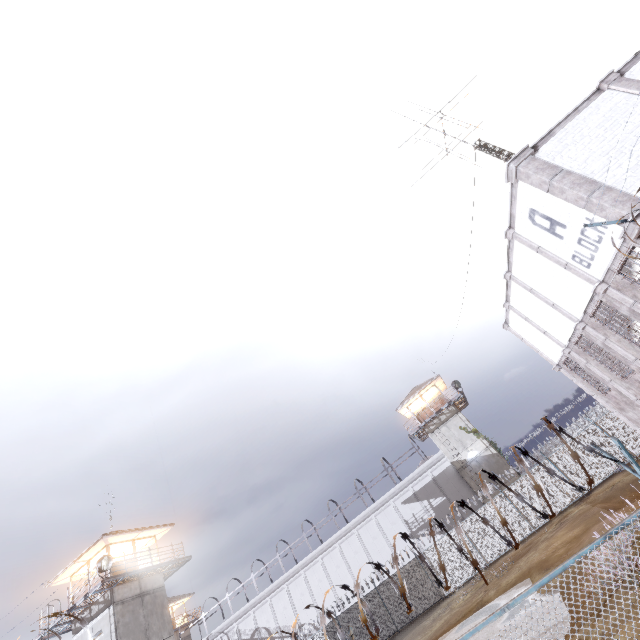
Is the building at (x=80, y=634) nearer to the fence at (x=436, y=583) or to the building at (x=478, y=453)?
the fence at (x=436, y=583)

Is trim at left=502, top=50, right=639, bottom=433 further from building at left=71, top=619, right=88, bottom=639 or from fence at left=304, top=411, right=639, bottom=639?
building at left=71, top=619, right=88, bottom=639

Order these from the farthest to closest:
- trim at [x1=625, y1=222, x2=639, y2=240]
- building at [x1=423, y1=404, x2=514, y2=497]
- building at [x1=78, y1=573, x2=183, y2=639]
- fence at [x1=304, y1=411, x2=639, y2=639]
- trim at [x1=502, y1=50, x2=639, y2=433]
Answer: building at [x1=423, y1=404, x2=514, y2=497] → building at [x1=78, y1=573, x2=183, y2=639] → trim at [x1=502, y1=50, x2=639, y2=433] → trim at [x1=625, y1=222, x2=639, y2=240] → fence at [x1=304, y1=411, x2=639, y2=639]

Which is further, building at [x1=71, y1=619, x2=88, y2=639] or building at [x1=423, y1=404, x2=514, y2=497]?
building at [x1=423, y1=404, x2=514, y2=497]

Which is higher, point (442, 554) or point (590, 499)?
point (442, 554)

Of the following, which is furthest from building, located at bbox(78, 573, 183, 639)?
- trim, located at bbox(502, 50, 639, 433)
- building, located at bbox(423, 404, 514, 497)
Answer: trim, located at bbox(502, 50, 639, 433)

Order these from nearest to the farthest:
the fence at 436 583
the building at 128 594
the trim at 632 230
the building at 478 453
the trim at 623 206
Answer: the fence at 436 583
the trim at 632 230
the trim at 623 206
the building at 128 594
the building at 478 453
